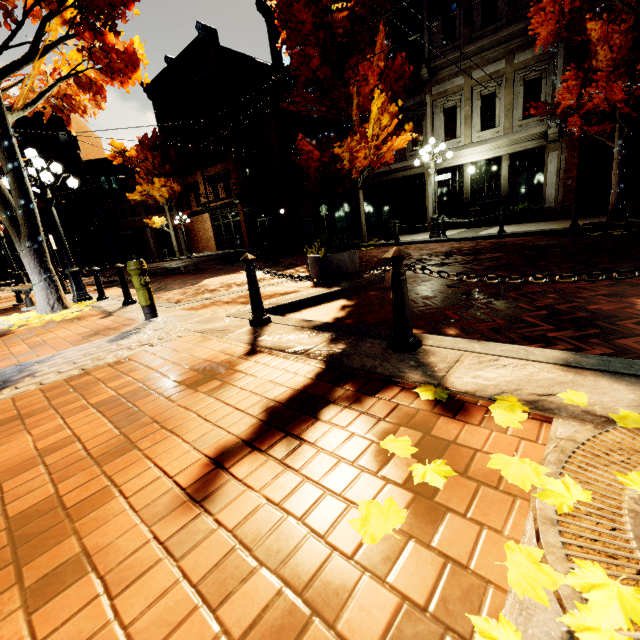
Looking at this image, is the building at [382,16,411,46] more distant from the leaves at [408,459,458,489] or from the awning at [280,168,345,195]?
the leaves at [408,459,458,489]

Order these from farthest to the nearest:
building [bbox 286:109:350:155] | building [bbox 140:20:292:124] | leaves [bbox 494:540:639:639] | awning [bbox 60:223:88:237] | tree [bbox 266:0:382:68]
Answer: awning [bbox 60:223:88:237]
building [bbox 140:20:292:124]
building [bbox 286:109:350:155]
tree [bbox 266:0:382:68]
leaves [bbox 494:540:639:639]

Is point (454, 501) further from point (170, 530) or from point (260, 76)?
point (260, 76)

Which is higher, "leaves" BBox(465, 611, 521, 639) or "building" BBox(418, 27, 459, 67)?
"building" BBox(418, 27, 459, 67)

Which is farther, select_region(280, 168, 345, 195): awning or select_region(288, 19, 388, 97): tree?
A: select_region(280, 168, 345, 195): awning

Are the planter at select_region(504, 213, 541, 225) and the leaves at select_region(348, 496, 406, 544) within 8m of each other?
no

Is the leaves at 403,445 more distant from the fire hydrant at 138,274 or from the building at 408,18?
the fire hydrant at 138,274

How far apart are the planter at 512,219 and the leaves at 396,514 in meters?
15.8 m
